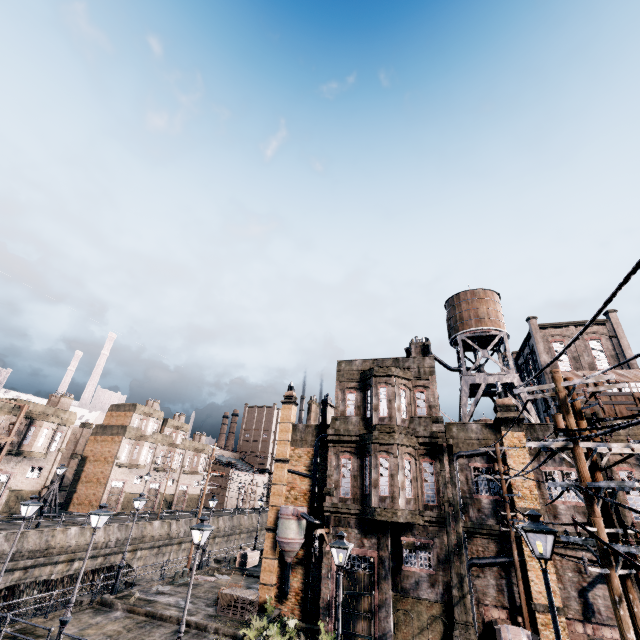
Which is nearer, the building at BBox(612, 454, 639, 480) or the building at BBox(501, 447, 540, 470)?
the building at BBox(612, 454, 639, 480)

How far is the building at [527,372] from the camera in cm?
4741

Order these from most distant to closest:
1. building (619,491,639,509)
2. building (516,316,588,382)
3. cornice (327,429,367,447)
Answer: building (516,316,588,382) → cornice (327,429,367,447) → building (619,491,639,509)

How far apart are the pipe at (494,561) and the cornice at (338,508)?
4.7m

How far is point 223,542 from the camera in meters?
55.4 m

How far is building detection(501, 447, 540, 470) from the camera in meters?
17.9 m

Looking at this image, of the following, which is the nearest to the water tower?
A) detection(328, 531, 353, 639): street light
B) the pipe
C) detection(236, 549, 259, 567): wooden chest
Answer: the pipe
